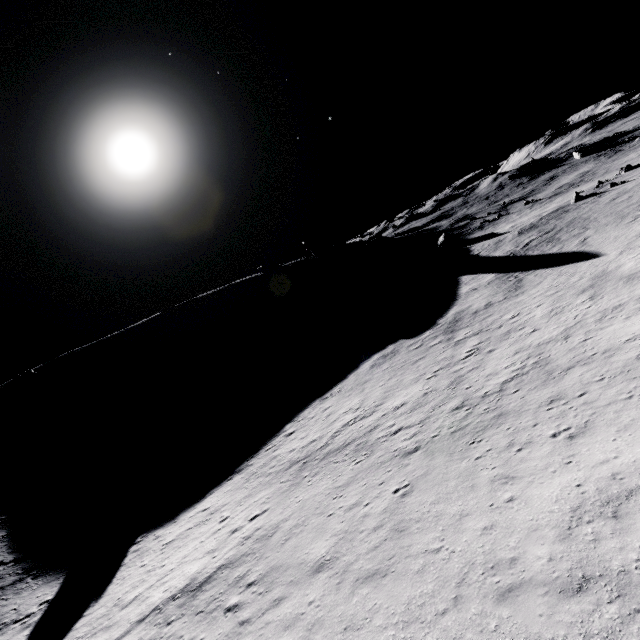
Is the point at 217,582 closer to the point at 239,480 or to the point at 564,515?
the point at 239,480
